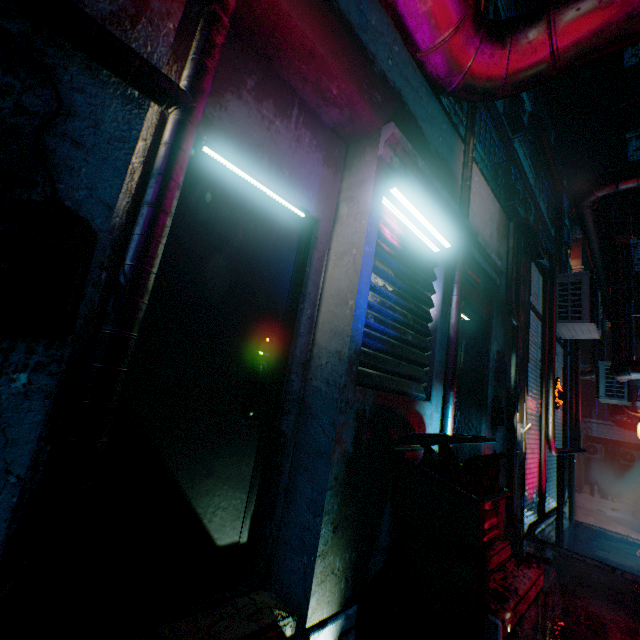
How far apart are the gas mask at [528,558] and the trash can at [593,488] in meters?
18.7

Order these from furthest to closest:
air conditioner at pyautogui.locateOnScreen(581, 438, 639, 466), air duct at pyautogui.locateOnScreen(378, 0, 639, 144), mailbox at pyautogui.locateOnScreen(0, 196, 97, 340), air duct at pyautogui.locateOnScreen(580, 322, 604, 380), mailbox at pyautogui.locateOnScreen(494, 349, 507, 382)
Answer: air conditioner at pyautogui.locateOnScreen(581, 438, 639, 466), air duct at pyautogui.locateOnScreen(580, 322, 604, 380), mailbox at pyautogui.locateOnScreen(494, 349, 507, 382), air duct at pyautogui.locateOnScreen(378, 0, 639, 144), mailbox at pyautogui.locateOnScreen(0, 196, 97, 340)

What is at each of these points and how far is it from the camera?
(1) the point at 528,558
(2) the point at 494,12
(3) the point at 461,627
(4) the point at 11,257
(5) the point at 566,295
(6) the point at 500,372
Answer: (1) gas mask, 3.1 meters
(2) air conditioner, 7.4 meters
(3) trash bag, 1.4 meters
(4) mailbox, 0.8 meters
(5) air conditioner, 5.6 meters
(6) mailbox, 3.5 meters

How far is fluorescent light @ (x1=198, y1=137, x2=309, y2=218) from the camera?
1.55m

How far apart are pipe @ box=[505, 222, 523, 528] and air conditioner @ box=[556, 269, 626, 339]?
1.9 meters

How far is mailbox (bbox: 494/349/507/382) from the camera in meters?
3.5

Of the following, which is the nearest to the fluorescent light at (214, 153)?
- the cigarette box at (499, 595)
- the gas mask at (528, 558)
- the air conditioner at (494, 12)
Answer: the cigarette box at (499, 595)

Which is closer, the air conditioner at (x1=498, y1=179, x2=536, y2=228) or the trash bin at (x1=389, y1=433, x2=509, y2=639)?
the trash bin at (x1=389, y1=433, x2=509, y2=639)
